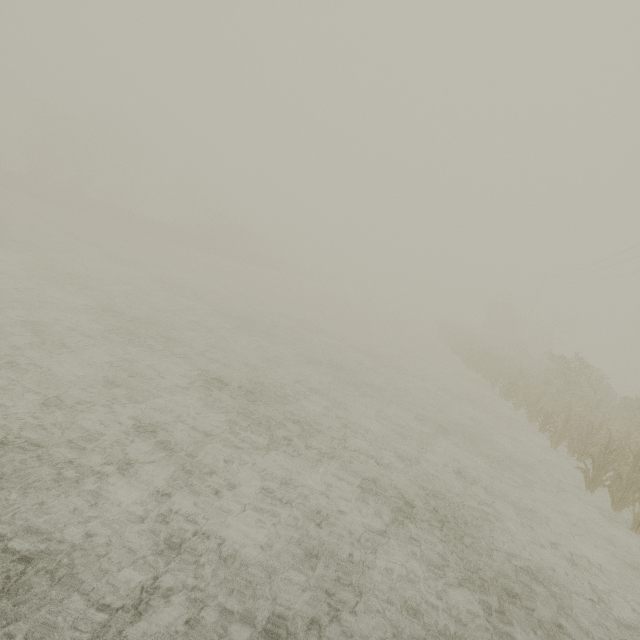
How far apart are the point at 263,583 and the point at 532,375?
18.06m
